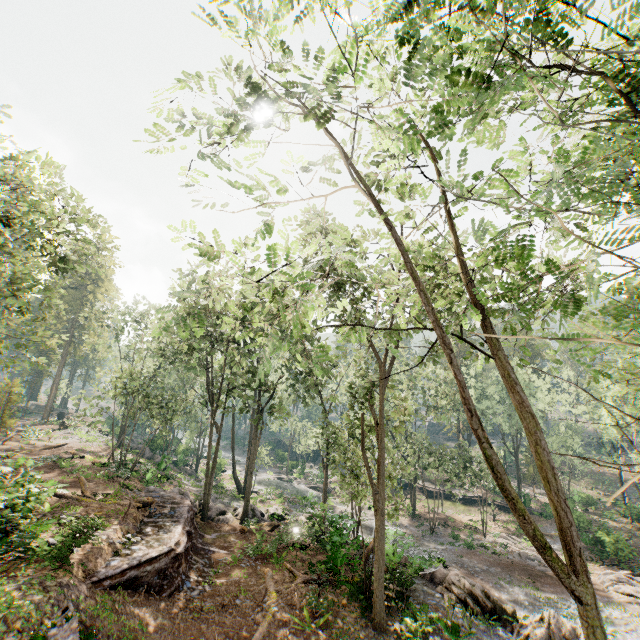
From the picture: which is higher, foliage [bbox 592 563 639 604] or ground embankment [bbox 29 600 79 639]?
ground embankment [bbox 29 600 79 639]

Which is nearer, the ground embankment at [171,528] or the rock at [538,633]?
the ground embankment at [171,528]

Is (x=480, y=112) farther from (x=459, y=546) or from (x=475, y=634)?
(x=459, y=546)

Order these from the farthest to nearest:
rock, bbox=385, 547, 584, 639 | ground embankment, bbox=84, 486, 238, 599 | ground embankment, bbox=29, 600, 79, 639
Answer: rock, bbox=385, 547, 584, 639 < ground embankment, bbox=84, 486, 238, 599 < ground embankment, bbox=29, 600, 79, 639

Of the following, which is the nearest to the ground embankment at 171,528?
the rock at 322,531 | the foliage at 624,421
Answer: the foliage at 624,421

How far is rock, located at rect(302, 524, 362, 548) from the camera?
16.58m

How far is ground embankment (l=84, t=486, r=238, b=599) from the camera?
12.62m
